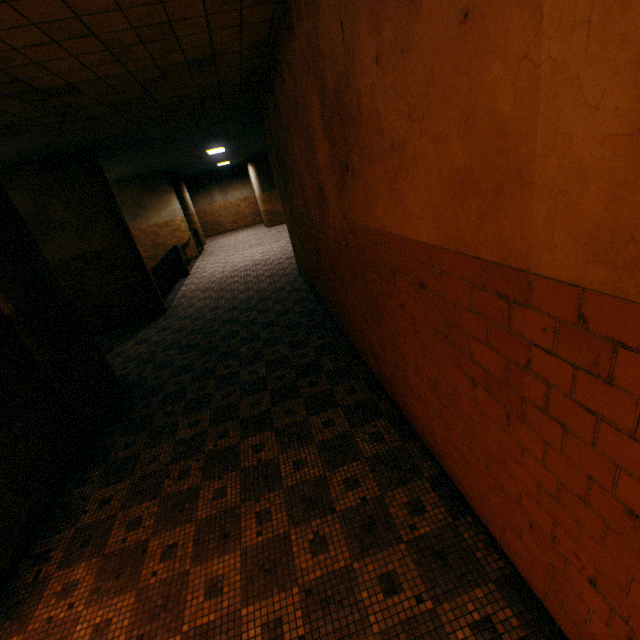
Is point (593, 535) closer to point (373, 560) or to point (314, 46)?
point (373, 560)

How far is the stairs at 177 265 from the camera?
10.8m

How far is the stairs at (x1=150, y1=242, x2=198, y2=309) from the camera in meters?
10.8
